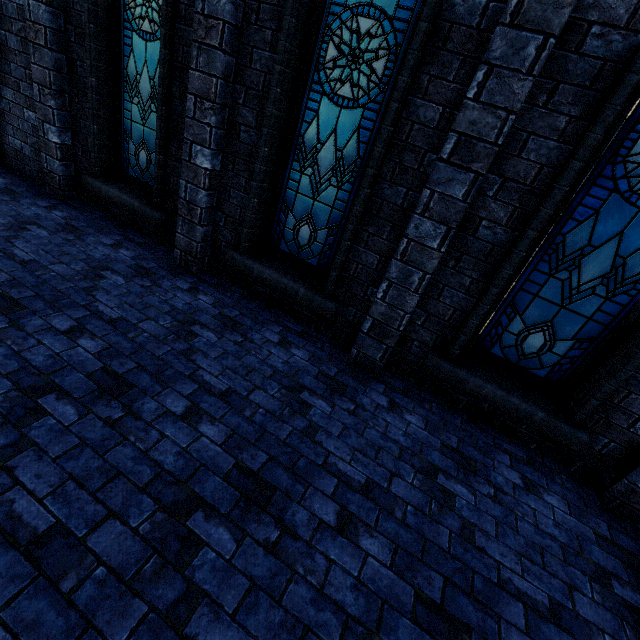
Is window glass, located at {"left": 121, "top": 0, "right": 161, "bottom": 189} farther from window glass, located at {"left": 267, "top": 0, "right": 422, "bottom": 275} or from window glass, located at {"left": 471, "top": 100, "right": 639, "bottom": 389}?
window glass, located at {"left": 471, "top": 100, "right": 639, "bottom": 389}

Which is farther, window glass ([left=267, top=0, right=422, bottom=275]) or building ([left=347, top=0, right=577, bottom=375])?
window glass ([left=267, top=0, right=422, bottom=275])

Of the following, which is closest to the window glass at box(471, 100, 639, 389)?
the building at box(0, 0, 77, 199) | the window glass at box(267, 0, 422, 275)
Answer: the building at box(0, 0, 77, 199)

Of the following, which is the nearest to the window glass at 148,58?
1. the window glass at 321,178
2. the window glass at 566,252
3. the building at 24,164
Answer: the building at 24,164

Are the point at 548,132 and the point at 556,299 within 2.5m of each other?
yes

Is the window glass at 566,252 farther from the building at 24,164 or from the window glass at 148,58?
the window glass at 148,58

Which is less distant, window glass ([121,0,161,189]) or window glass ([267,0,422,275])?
window glass ([267,0,422,275])

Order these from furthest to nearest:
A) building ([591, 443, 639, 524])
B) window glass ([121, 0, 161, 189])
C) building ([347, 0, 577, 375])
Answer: window glass ([121, 0, 161, 189]) < building ([591, 443, 639, 524]) < building ([347, 0, 577, 375])
